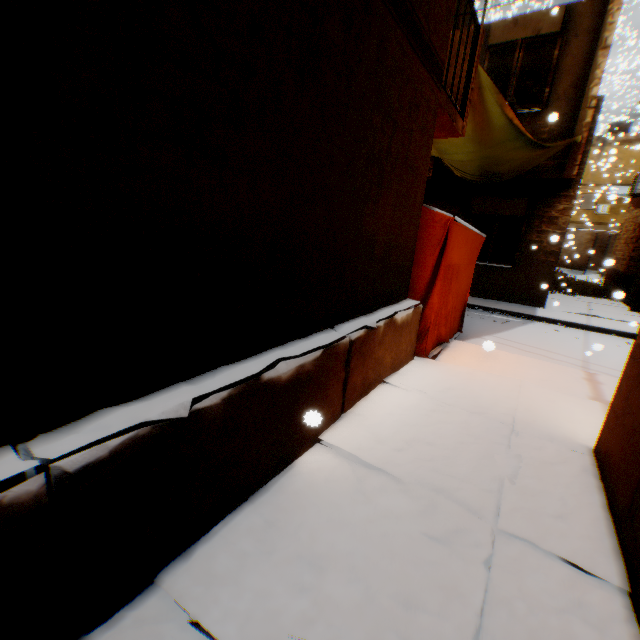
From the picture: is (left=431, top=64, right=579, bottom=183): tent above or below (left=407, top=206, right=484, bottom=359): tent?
above

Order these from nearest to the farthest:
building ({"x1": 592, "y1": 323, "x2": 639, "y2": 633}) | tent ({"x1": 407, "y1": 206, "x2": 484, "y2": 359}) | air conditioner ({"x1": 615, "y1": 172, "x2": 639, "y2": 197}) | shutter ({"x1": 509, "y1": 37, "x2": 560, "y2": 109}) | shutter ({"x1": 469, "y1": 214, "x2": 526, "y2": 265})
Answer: building ({"x1": 592, "y1": 323, "x2": 639, "y2": 633}), tent ({"x1": 407, "y1": 206, "x2": 484, "y2": 359}), shutter ({"x1": 509, "y1": 37, "x2": 560, "y2": 109}), shutter ({"x1": 469, "y1": 214, "x2": 526, "y2": 265}), air conditioner ({"x1": 615, "y1": 172, "x2": 639, "y2": 197})

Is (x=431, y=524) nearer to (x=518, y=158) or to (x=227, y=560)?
(x=227, y=560)

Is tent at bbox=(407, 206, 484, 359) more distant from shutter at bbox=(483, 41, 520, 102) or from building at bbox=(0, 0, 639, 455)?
shutter at bbox=(483, 41, 520, 102)

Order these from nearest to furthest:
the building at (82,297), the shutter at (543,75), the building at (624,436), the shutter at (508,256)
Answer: the building at (82,297)
the building at (624,436)
the shutter at (543,75)
the shutter at (508,256)

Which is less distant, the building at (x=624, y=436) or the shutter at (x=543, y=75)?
the building at (x=624, y=436)

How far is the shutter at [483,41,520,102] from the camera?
8.3m
